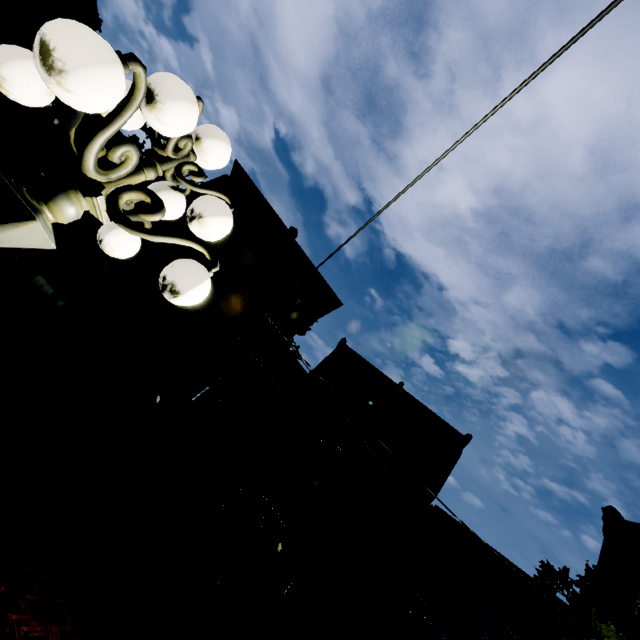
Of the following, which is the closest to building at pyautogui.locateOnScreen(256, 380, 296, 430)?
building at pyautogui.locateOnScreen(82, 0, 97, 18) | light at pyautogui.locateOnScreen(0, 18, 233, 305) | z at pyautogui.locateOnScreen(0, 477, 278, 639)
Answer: z at pyautogui.locateOnScreen(0, 477, 278, 639)

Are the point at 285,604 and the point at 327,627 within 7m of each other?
yes

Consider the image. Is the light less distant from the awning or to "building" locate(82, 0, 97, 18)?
the awning

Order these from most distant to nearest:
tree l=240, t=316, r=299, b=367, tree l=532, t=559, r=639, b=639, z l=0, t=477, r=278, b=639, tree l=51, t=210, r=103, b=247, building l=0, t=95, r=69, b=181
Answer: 1. building l=0, t=95, r=69, b=181
2. tree l=240, t=316, r=299, b=367
3. tree l=51, t=210, r=103, b=247
4. tree l=532, t=559, r=639, b=639
5. z l=0, t=477, r=278, b=639

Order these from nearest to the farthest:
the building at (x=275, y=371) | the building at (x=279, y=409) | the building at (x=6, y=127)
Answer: the building at (x=6, y=127) < the building at (x=279, y=409) < the building at (x=275, y=371)

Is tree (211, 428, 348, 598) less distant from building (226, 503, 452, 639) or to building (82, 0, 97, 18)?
building (226, 503, 452, 639)

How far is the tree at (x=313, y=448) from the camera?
13.9 meters

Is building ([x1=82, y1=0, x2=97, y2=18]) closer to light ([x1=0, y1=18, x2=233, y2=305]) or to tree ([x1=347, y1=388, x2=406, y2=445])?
tree ([x1=347, y1=388, x2=406, y2=445])
